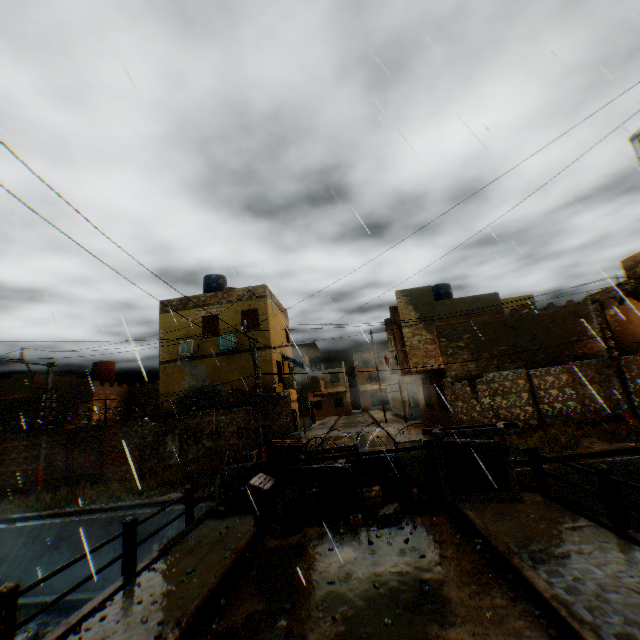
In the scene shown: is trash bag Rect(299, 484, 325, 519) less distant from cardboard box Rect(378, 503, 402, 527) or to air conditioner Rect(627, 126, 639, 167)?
cardboard box Rect(378, 503, 402, 527)

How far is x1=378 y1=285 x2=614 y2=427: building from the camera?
17.61m

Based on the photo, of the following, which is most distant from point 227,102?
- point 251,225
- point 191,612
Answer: point 191,612

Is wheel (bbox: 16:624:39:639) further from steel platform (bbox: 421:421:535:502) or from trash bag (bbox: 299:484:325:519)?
steel platform (bbox: 421:421:535:502)

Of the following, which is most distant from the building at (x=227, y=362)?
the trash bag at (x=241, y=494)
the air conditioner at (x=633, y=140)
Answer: the trash bag at (x=241, y=494)

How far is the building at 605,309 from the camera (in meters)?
17.45

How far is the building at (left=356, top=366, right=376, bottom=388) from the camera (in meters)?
56.84

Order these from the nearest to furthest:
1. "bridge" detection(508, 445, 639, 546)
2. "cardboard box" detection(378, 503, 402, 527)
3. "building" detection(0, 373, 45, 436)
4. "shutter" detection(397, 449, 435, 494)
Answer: "bridge" detection(508, 445, 639, 546), "cardboard box" detection(378, 503, 402, 527), "shutter" detection(397, 449, 435, 494), "building" detection(0, 373, 45, 436)
